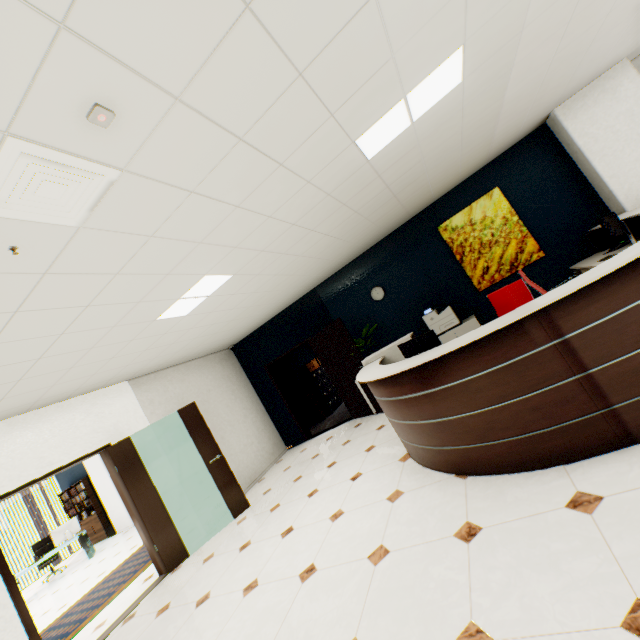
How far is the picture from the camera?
5.59m

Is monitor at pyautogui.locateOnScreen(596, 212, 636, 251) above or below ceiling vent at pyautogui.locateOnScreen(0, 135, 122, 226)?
below

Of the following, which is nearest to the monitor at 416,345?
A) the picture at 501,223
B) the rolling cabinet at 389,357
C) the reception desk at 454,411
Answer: the reception desk at 454,411

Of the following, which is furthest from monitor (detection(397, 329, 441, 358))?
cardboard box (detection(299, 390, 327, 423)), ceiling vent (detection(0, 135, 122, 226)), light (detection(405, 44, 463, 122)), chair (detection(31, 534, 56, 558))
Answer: chair (detection(31, 534, 56, 558))

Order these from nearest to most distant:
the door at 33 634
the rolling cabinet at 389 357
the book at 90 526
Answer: the door at 33 634 < the rolling cabinet at 389 357 < the book at 90 526

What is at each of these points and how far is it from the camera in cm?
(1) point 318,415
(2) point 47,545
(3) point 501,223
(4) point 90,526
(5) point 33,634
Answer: (1) cardboard box, 923
(2) chair, 1022
(3) picture, 567
(4) book, 1129
(5) door, 347

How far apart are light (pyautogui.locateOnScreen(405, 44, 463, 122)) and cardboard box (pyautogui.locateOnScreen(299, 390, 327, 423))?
7.3 meters

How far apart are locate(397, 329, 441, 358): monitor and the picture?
3.4 meters
